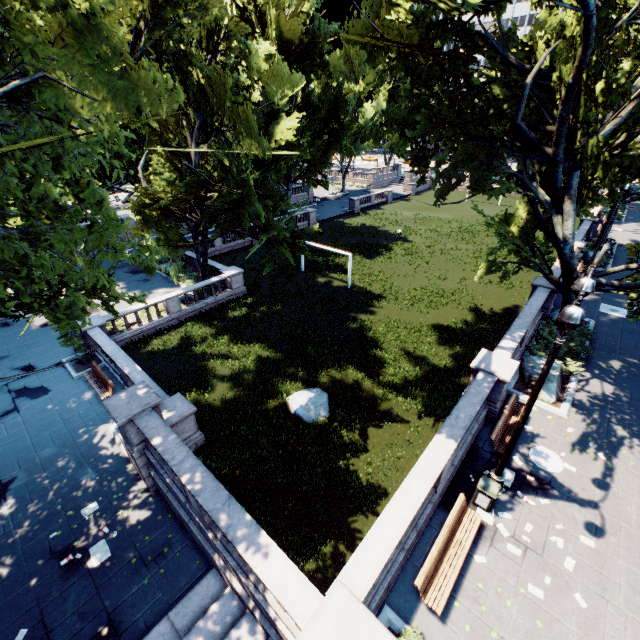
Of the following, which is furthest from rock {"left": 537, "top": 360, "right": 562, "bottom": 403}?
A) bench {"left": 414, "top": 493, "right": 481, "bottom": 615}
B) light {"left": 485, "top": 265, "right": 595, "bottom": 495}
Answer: bench {"left": 414, "top": 493, "right": 481, "bottom": 615}

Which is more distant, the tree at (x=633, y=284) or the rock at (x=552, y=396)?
the rock at (x=552, y=396)

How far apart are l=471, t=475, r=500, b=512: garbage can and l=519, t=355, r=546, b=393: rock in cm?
582

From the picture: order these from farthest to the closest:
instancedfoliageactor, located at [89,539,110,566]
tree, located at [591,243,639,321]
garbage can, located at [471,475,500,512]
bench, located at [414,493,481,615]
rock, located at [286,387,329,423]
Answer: rock, located at [286,387,329,423] → tree, located at [591,243,639,321] → instancedfoliageactor, located at [89,539,110,566] → garbage can, located at [471,475,500,512] → bench, located at [414,493,481,615]

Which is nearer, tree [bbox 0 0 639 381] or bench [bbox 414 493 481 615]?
tree [bbox 0 0 639 381]

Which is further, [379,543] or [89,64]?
[379,543]

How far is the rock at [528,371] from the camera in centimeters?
1452cm

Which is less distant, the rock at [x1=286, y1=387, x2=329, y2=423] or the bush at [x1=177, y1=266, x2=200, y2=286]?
the rock at [x1=286, y1=387, x2=329, y2=423]
